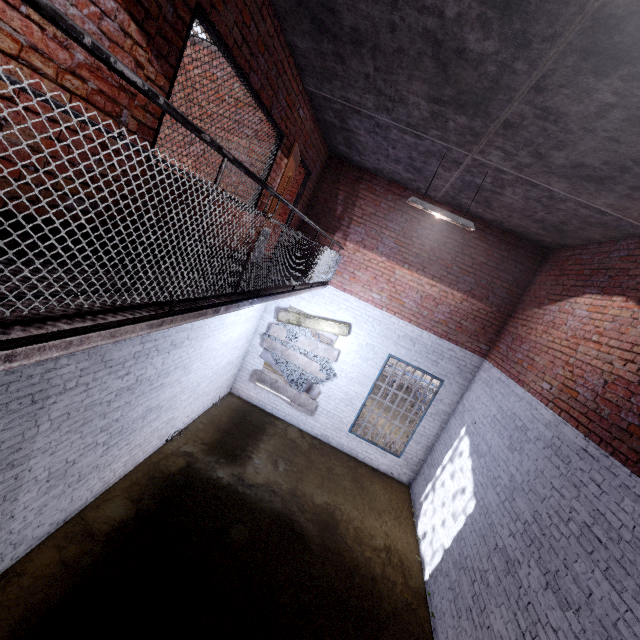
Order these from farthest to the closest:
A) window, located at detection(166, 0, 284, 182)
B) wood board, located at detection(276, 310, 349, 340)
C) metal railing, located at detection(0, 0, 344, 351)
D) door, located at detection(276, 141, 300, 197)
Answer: wood board, located at detection(276, 310, 349, 340), door, located at detection(276, 141, 300, 197), window, located at detection(166, 0, 284, 182), metal railing, located at detection(0, 0, 344, 351)

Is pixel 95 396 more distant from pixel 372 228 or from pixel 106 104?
pixel 372 228

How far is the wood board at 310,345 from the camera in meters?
8.7 m

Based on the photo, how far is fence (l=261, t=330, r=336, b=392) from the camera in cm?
873

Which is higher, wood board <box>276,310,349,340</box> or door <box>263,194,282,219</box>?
door <box>263,194,282,219</box>

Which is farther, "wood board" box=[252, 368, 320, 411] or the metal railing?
"wood board" box=[252, 368, 320, 411]

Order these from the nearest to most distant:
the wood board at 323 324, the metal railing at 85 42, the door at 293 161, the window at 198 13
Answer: the metal railing at 85 42
the window at 198 13
the door at 293 161
the wood board at 323 324

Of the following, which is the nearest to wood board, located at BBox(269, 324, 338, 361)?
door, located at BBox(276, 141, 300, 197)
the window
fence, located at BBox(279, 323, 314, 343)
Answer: fence, located at BBox(279, 323, 314, 343)
